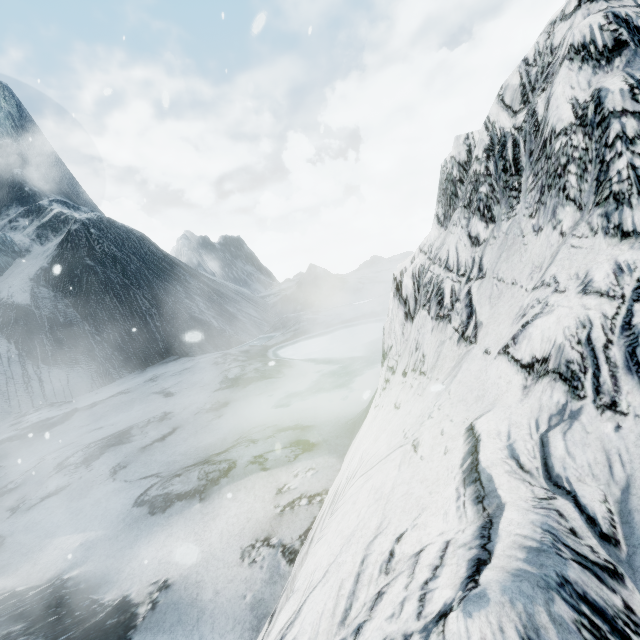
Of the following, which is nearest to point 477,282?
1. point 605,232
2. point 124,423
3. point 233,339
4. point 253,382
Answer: point 605,232
